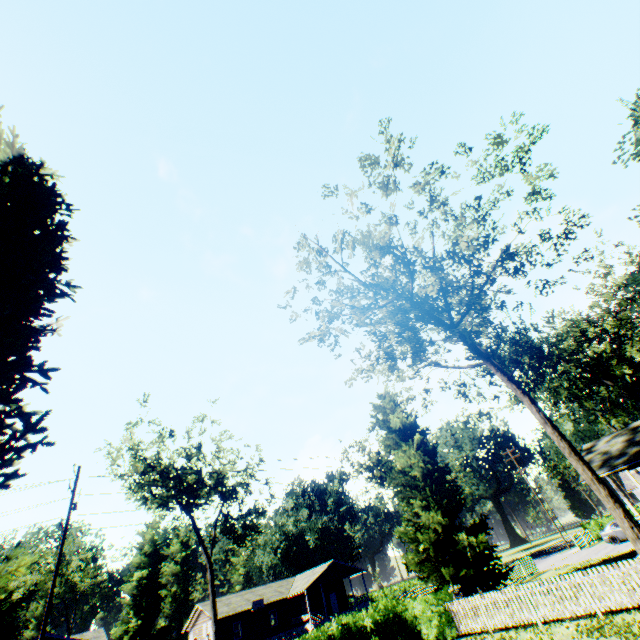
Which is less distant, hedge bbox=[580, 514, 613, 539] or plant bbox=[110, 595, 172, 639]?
hedge bbox=[580, 514, 613, 539]

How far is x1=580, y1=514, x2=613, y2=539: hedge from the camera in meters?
36.7

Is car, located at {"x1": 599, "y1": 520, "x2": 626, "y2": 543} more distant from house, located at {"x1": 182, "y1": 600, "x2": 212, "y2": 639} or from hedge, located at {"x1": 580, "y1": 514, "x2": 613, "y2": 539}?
house, located at {"x1": 182, "y1": 600, "x2": 212, "y2": 639}

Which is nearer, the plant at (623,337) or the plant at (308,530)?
the plant at (623,337)

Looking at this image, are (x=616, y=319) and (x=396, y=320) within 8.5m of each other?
no

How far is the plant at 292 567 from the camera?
58.9m

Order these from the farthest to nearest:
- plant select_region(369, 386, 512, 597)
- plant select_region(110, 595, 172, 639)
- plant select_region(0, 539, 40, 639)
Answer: plant select_region(110, 595, 172, 639), plant select_region(369, 386, 512, 597), plant select_region(0, 539, 40, 639)

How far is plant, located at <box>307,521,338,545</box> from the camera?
58.2m
